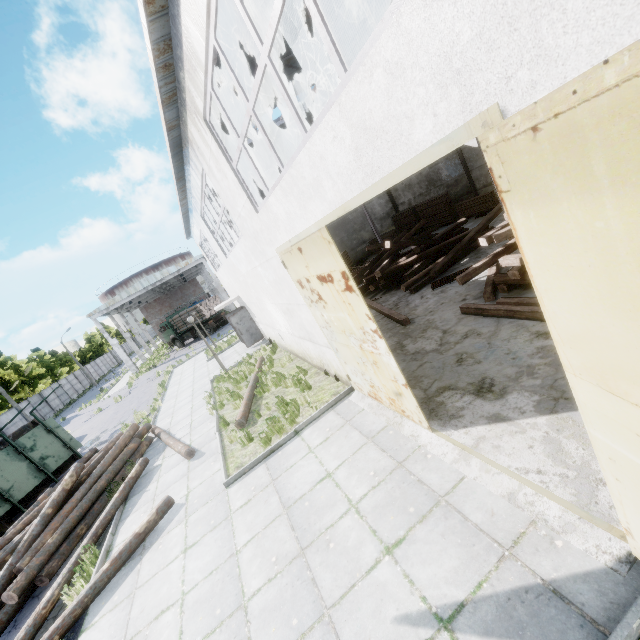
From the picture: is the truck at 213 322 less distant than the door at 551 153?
No

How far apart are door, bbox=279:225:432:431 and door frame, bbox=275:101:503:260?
0.0 meters

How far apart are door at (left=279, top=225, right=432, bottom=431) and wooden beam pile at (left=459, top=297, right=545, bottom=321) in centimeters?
349cm

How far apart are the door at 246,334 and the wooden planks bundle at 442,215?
14.1m

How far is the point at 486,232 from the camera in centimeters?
1412cm

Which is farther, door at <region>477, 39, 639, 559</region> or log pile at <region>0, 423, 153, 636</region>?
log pile at <region>0, 423, 153, 636</region>

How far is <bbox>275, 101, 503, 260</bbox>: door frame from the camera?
1.97m

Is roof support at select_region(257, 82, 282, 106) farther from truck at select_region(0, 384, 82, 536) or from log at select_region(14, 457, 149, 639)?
truck at select_region(0, 384, 82, 536)
